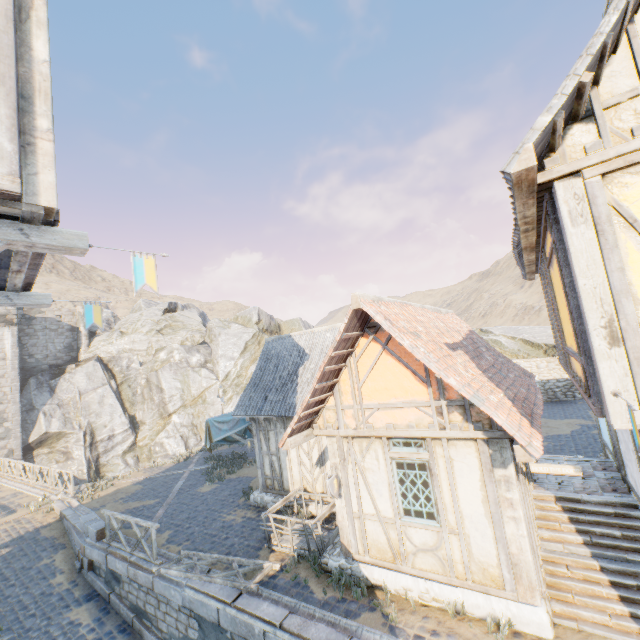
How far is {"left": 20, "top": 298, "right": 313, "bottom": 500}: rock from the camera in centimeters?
2988cm

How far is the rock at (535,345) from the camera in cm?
2620

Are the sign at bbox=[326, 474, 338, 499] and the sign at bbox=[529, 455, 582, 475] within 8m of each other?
yes

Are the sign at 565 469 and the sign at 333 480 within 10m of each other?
yes

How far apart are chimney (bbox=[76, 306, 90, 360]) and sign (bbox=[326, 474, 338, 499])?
38.1m

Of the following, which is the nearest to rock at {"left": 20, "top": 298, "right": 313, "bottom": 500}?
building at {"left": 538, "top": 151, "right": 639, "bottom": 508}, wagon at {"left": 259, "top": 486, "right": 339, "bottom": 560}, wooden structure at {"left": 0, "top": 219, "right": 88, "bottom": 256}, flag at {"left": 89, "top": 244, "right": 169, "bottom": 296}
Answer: flag at {"left": 89, "top": 244, "right": 169, "bottom": 296}

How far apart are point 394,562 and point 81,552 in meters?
11.2 m

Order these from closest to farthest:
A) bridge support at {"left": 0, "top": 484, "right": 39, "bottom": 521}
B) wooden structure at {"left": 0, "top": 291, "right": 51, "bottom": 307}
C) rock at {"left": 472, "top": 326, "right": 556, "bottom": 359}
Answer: wooden structure at {"left": 0, "top": 291, "right": 51, "bottom": 307}, bridge support at {"left": 0, "top": 484, "right": 39, "bottom": 521}, rock at {"left": 472, "top": 326, "right": 556, "bottom": 359}
